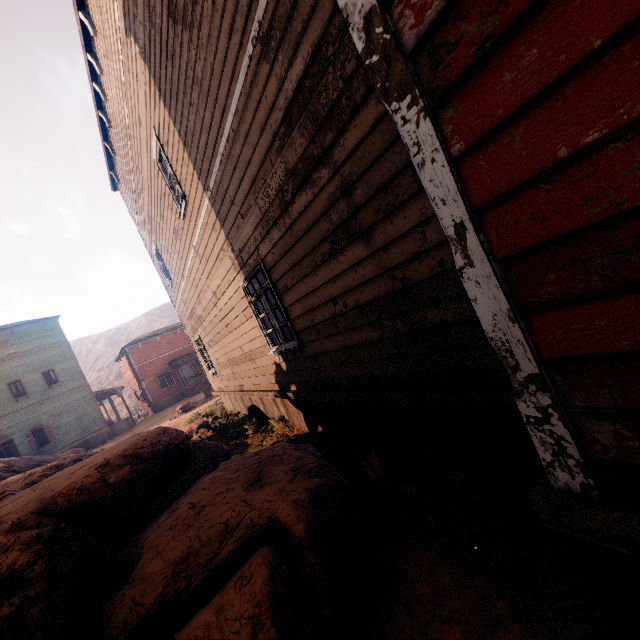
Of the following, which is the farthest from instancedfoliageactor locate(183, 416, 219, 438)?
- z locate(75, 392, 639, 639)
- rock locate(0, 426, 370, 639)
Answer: rock locate(0, 426, 370, 639)

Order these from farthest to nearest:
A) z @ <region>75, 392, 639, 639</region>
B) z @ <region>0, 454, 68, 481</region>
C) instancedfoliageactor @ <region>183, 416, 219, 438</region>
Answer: instancedfoliageactor @ <region>183, 416, 219, 438</region> < z @ <region>0, 454, 68, 481</region> < z @ <region>75, 392, 639, 639</region>

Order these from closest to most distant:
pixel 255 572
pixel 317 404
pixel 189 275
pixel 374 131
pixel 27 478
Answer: pixel 255 572
pixel 374 131
pixel 317 404
pixel 27 478
pixel 189 275

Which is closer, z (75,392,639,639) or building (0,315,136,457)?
z (75,392,639,639)

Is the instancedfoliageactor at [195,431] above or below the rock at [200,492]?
below

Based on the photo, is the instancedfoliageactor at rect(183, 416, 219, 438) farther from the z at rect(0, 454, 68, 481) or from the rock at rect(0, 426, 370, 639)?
the rock at rect(0, 426, 370, 639)

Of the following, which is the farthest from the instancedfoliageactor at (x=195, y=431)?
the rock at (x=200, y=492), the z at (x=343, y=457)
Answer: the rock at (x=200, y=492)

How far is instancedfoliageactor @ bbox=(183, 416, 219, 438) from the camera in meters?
11.5 m
